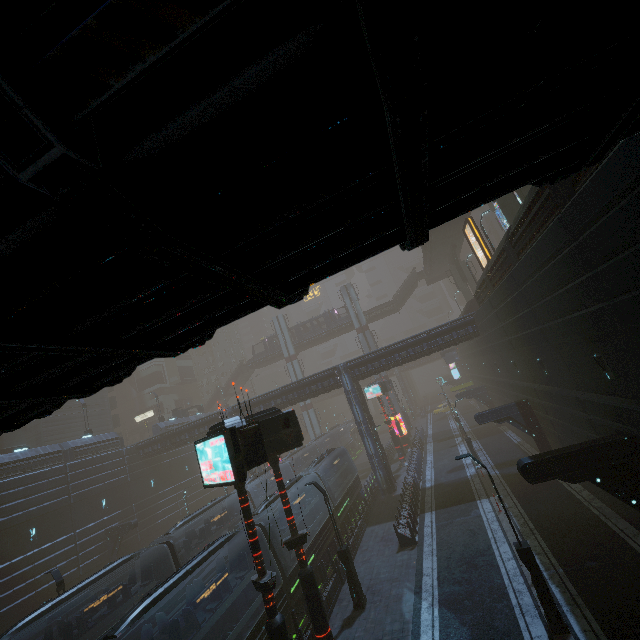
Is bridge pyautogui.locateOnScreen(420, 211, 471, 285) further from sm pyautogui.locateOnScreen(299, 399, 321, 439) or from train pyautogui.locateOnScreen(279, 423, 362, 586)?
train pyautogui.locateOnScreen(279, 423, 362, 586)

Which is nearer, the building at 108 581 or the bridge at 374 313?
the building at 108 581

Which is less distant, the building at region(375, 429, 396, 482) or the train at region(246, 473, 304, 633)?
the train at region(246, 473, 304, 633)

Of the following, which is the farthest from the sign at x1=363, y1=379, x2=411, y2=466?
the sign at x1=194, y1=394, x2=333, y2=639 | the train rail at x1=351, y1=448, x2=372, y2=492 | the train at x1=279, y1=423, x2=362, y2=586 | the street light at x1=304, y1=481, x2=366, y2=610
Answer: the sign at x1=194, y1=394, x2=333, y2=639

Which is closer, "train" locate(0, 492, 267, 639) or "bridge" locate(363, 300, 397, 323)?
"train" locate(0, 492, 267, 639)

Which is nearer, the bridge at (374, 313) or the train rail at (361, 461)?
the train rail at (361, 461)

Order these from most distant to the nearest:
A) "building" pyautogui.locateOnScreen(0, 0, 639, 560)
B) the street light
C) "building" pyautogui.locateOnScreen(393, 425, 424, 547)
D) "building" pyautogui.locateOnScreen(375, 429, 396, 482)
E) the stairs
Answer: the stairs
"building" pyautogui.locateOnScreen(375, 429, 396, 482)
"building" pyautogui.locateOnScreen(393, 425, 424, 547)
the street light
"building" pyautogui.locateOnScreen(0, 0, 639, 560)

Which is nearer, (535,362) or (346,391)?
(535,362)
